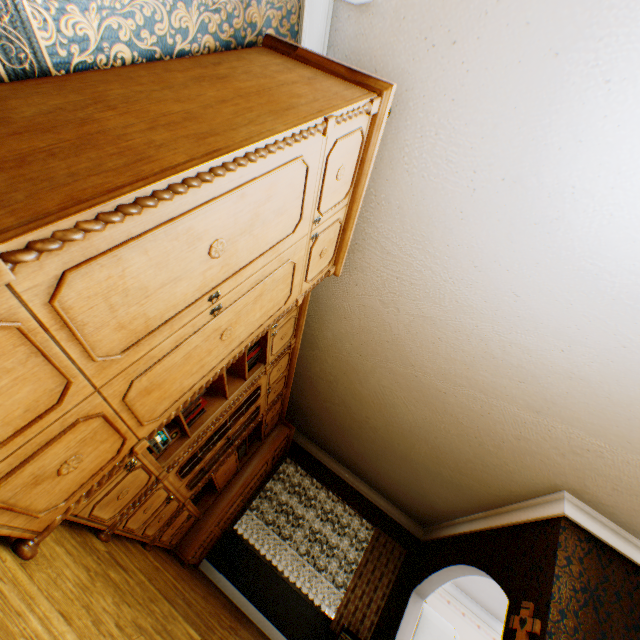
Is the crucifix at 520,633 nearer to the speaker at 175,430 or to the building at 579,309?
the building at 579,309

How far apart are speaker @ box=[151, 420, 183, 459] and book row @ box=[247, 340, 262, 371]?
0.85m

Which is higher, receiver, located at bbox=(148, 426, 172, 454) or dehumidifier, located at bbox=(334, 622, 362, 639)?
dehumidifier, located at bbox=(334, 622, 362, 639)

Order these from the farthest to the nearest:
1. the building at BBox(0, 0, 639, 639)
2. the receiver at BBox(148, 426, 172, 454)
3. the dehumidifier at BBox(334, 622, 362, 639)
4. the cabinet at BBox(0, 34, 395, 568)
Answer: the dehumidifier at BBox(334, 622, 362, 639)
the receiver at BBox(148, 426, 172, 454)
the building at BBox(0, 0, 639, 639)
the cabinet at BBox(0, 34, 395, 568)

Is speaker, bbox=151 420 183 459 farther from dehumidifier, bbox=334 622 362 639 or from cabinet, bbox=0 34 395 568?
dehumidifier, bbox=334 622 362 639

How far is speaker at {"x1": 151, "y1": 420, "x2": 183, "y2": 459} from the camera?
2.8 meters

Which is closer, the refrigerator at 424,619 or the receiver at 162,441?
Result: the receiver at 162,441

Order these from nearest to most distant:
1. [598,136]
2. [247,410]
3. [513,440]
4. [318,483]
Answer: [598,136], [513,440], [247,410], [318,483]
